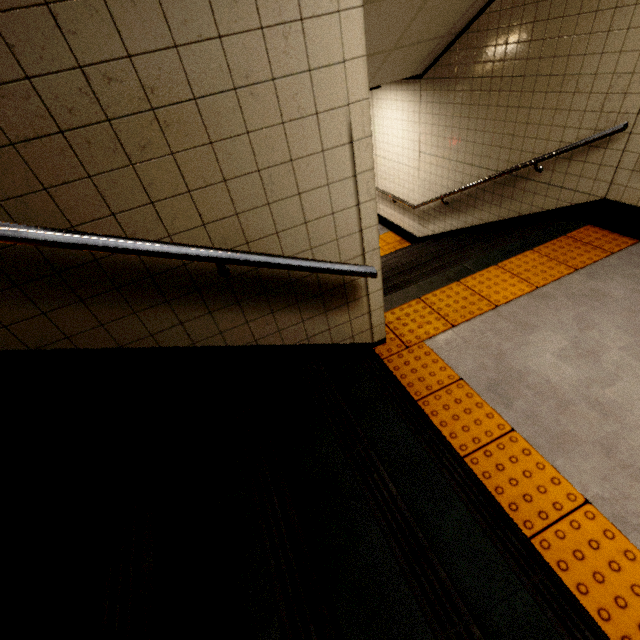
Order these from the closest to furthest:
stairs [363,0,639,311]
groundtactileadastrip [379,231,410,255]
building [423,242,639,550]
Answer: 1. building [423,242,639,550]
2. stairs [363,0,639,311]
3. groundtactileadastrip [379,231,410,255]

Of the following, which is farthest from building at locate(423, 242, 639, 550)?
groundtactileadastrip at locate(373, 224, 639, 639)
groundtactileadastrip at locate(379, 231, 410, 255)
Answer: groundtactileadastrip at locate(379, 231, 410, 255)

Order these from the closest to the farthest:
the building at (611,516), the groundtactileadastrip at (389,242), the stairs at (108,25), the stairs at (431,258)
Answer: the stairs at (108,25) → the building at (611,516) → the stairs at (431,258) → the groundtactileadastrip at (389,242)

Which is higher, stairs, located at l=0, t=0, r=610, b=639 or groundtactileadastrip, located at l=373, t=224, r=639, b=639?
stairs, located at l=0, t=0, r=610, b=639

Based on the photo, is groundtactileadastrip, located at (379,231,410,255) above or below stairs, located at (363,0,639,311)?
below

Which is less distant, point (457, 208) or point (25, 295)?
point (25, 295)

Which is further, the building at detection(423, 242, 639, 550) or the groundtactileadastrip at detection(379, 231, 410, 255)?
the groundtactileadastrip at detection(379, 231, 410, 255)

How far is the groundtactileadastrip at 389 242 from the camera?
6.9m
